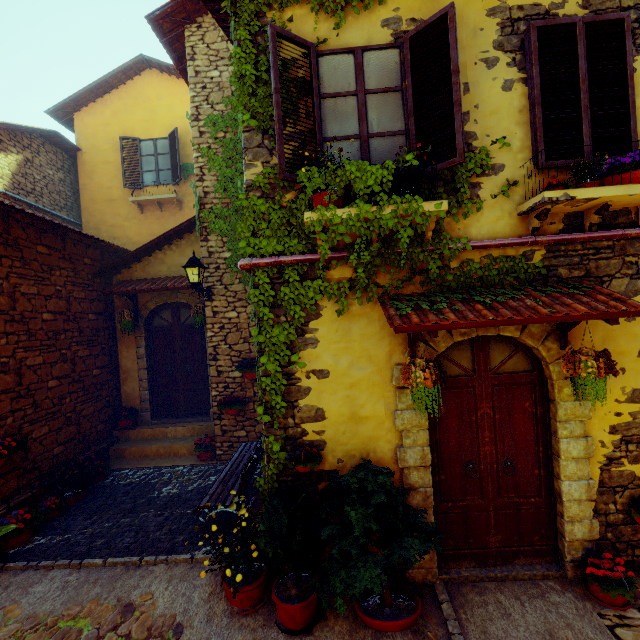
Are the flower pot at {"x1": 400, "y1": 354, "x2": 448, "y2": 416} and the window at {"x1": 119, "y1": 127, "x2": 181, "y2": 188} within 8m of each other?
no

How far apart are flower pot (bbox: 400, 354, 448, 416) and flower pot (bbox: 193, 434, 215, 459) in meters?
5.0 m

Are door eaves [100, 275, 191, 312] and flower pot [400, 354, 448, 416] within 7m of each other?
yes

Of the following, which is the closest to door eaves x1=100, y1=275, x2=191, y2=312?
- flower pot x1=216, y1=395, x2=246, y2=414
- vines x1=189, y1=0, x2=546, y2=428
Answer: vines x1=189, y1=0, x2=546, y2=428

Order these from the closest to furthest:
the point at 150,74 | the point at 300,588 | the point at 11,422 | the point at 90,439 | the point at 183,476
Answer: the point at 300,588 → the point at 11,422 → the point at 183,476 → the point at 90,439 → the point at 150,74

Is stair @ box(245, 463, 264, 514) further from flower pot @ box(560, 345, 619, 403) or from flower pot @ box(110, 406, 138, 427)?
flower pot @ box(560, 345, 619, 403)

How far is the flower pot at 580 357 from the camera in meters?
3.2 m

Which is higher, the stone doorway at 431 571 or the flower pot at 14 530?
the flower pot at 14 530
